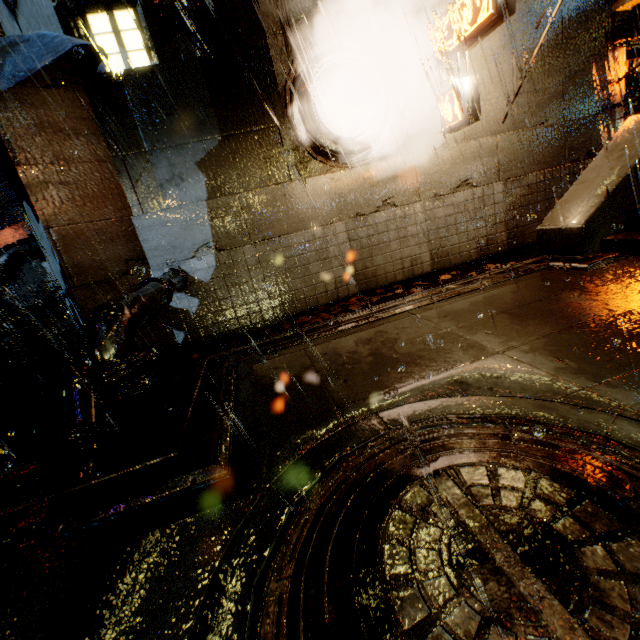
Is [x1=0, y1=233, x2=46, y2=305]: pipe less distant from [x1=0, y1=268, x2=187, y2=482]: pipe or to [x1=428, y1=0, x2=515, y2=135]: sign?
[x1=0, y1=268, x2=187, y2=482]: pipe

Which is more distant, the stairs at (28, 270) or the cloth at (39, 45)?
the stairs at (28, 270)

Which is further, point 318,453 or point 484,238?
point 484,238

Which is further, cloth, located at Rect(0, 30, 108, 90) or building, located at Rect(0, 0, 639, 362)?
building, located at Rect(0, 0, 639, 362)

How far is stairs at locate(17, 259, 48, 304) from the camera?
37.31m

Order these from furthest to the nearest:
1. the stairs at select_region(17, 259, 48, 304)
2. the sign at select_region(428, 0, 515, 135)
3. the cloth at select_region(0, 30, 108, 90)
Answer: the stairs at select_region(17, 259, 48, 304) < the sign at select_region(428, 0, 515, 135) < the cloth at select_region(0, 30, 108, 90)

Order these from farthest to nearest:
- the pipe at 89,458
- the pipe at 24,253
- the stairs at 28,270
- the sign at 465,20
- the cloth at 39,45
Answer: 1. the stairs at 28,270
2. the pipe at 24,253
3. the sign at 465,20
4. the cloth at 39,45
5. the pipe at 89,458

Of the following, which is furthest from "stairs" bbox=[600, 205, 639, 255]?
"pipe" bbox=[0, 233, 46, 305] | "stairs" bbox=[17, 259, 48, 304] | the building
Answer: "stairs" bbox=[17, 259, 48, 304]
